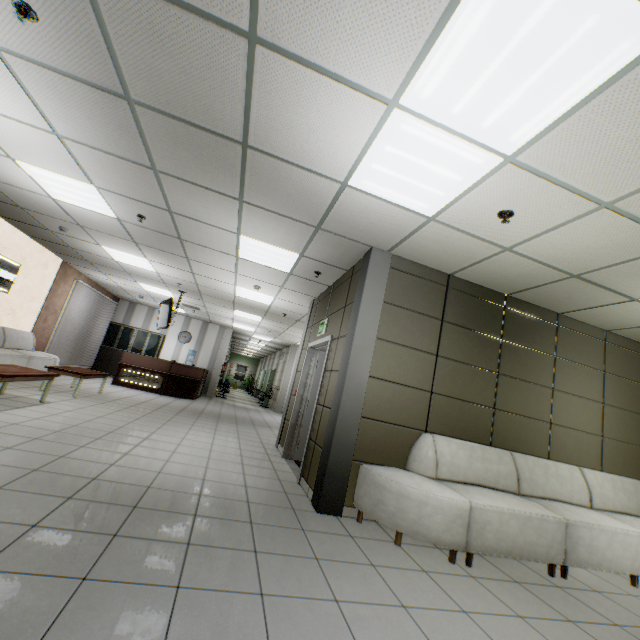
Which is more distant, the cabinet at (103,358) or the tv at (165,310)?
the cabinet at (103,358)

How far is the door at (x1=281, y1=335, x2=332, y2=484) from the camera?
4.8 meters

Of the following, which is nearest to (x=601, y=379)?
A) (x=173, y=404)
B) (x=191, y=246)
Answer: (x=191, y=246)

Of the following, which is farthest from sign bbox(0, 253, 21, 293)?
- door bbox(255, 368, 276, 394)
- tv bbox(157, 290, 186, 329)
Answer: door bbox(255, 368, 276, 394)

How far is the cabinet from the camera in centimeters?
1320cm

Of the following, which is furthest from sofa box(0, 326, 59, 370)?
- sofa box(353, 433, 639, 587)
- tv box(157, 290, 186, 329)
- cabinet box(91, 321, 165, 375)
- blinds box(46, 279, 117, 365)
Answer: sofa box(353, 433, 639, 587)

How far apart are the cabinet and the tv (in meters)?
4.35

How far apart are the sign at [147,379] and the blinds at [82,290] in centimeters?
183cm
